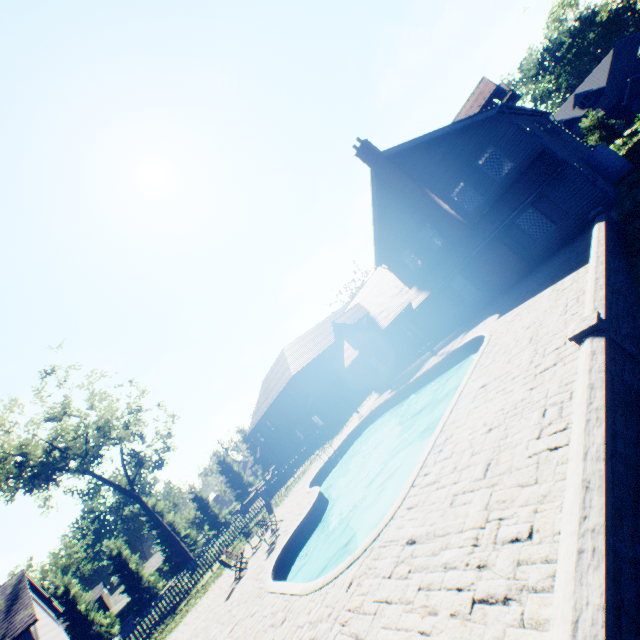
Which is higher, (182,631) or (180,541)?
(180,541)

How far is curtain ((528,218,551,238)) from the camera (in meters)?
16.27

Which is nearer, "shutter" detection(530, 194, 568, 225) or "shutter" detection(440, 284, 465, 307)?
"shutter" detection(530, 194, 568, 225)

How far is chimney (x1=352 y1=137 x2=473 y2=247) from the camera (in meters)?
18.09

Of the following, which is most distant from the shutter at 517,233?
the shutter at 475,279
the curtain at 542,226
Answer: the shutter at 475,279

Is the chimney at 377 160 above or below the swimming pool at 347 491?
above

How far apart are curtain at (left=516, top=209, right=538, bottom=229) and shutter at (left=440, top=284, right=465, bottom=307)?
5.03m

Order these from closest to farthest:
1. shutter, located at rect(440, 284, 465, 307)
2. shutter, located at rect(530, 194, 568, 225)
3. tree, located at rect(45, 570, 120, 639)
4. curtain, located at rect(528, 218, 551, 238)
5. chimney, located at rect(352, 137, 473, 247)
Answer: shutter, located at rect(530, 194, 568, 225), curtain, located at rect(528, 218, 551, 238), chimney, located at rect(352, 137, 473, 247), shutter, located at rect(440, 284, 465, 307), tree, located at rect(45, 570, 120, 639)
